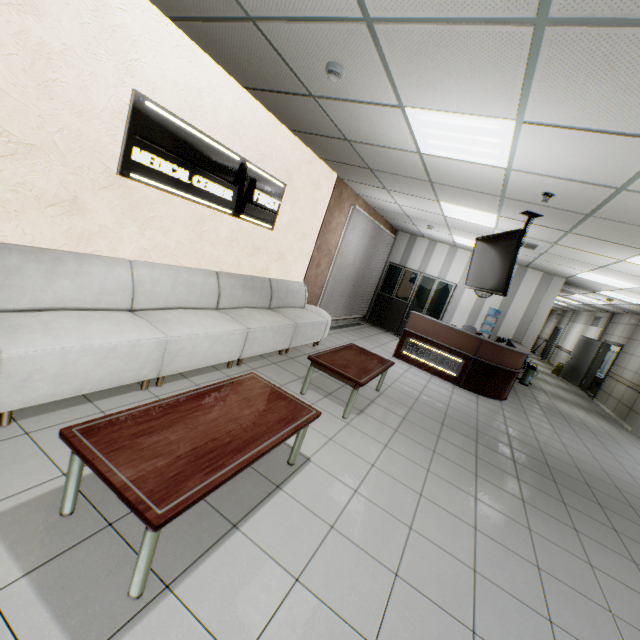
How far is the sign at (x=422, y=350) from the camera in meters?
7.1 m

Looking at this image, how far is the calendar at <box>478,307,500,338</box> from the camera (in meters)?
9.70

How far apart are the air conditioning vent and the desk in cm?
201

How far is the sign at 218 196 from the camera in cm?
296

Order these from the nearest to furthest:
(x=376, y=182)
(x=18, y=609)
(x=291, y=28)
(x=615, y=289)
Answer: (x=18, y=609) → (x=291, y=28) → (x=376, y=182) → (x=615, y=289)

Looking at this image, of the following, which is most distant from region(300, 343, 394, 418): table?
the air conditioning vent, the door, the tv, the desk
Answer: the door

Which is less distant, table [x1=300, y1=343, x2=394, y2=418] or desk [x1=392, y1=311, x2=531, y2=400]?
table [x1=300, y1=343, x2=394, y2=418]

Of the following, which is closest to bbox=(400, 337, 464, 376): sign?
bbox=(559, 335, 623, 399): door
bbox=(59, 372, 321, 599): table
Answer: bbox=(59, 372, 321, 599): table
